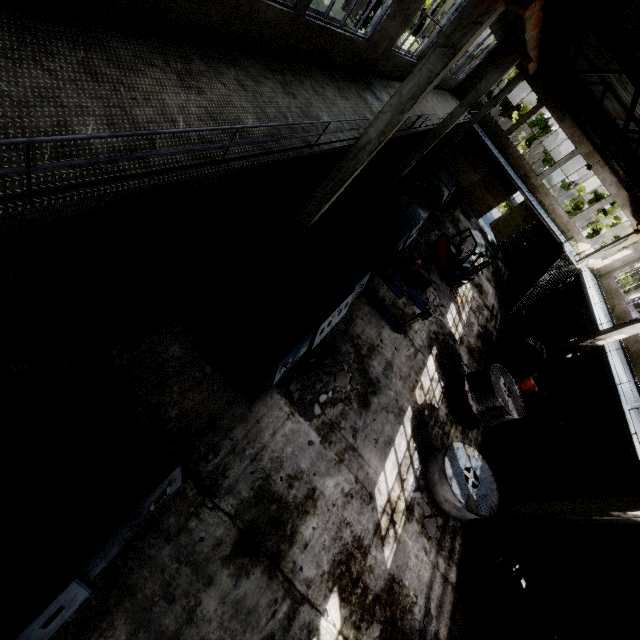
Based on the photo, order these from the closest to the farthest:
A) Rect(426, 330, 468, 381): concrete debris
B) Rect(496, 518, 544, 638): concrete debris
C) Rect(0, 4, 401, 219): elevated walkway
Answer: Rect(0, 4, 401, 219): elevated walkway
Rect(496, 518, 544, 638): concrete debris
Rect(426, 330, 468, 381): concrete debris

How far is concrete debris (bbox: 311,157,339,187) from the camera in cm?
1414

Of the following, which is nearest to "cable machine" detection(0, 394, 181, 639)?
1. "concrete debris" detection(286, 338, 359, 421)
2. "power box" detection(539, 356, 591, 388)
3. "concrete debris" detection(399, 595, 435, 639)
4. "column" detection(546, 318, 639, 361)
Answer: "concrete debris" detection(286, 338, 359, 421)

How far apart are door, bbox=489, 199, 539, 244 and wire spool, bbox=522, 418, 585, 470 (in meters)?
17.60

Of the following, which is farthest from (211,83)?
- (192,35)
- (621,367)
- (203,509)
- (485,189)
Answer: (485,189)

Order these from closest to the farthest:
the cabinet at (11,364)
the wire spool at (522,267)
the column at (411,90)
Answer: the cabinet at (11,364), the column at (411,90), the wire spool at (522,267)

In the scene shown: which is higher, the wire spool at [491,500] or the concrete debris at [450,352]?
the wire spool at [491,500]

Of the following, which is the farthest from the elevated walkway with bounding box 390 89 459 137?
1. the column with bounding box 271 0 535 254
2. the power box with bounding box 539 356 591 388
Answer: the power box with bounding box 539 356 591 388
